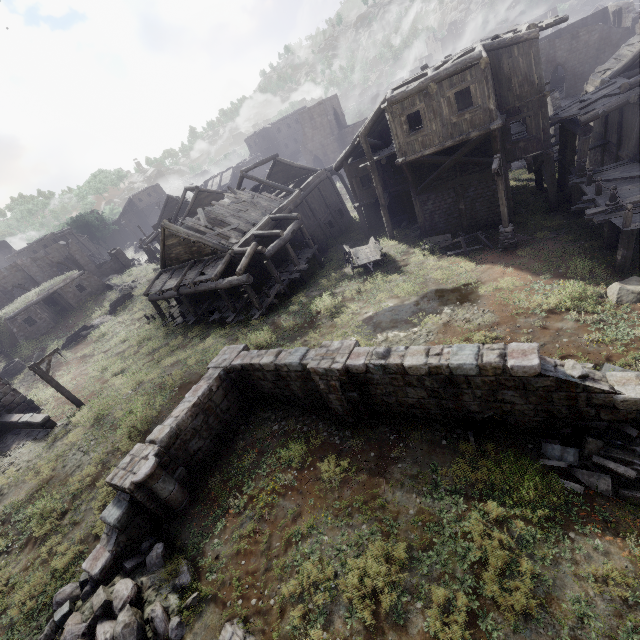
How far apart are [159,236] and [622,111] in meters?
45.5

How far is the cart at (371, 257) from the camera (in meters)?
19.75

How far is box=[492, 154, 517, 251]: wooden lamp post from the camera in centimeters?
1460cm

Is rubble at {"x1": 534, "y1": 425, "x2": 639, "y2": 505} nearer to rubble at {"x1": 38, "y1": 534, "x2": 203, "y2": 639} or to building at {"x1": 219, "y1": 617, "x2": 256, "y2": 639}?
building at {"x1": 219, "y1": 617, "x2": 256, "y2": 639}

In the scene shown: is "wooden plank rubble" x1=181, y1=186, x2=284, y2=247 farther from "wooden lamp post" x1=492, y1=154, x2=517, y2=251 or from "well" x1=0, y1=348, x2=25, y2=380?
"well" x1=0, y1=348, x2=25, y2=380

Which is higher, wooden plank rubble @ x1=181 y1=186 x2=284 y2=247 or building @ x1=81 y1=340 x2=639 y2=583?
wooden plank rubble @ x1=181 y1=186 x2=284 y2=247

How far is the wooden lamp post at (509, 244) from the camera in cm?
1460

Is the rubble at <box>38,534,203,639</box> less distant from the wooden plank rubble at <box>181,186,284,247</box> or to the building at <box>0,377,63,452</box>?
the building at <box>0,377,63,452</box>
